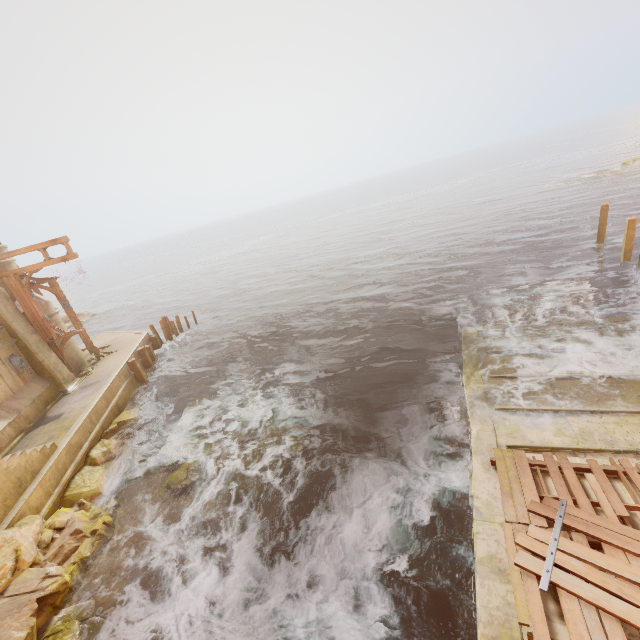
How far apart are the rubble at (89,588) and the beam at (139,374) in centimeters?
1103cm

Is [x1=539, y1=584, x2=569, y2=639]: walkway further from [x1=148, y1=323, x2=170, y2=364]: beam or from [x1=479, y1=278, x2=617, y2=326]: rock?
[x1=148, y1=323, x2=170, y2=364]: beam

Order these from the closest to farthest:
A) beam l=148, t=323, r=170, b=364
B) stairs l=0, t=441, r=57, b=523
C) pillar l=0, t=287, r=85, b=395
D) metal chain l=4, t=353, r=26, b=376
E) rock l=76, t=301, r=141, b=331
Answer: stairs l=0, t=441, r=57, b=523 → metal chain l=4, t=353, r=26, b=376 → pillar l=0, t=287, r=85, b=395 → beam l=148, t=323, r=170, b=364 → rock l=76, t=301, r=141, b=331

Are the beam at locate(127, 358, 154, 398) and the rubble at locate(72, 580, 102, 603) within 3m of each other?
no

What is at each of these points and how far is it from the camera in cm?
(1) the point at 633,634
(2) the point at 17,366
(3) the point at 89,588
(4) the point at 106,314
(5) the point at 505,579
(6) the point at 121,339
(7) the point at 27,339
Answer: (1) walkway, 425
(2) metal chain, 1347
(3) rubble, 756
(4) rock, 4100
(5) walkway, 539
(6) building, 2131
(7) pillar, 1421

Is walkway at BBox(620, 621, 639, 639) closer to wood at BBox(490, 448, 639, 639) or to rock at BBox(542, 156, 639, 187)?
wood at BBox(490, 448, 639, 639)

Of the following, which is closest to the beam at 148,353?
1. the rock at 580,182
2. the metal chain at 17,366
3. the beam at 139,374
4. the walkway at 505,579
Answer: the beam at 139,374

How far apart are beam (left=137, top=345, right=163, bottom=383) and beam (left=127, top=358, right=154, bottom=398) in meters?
1.3
